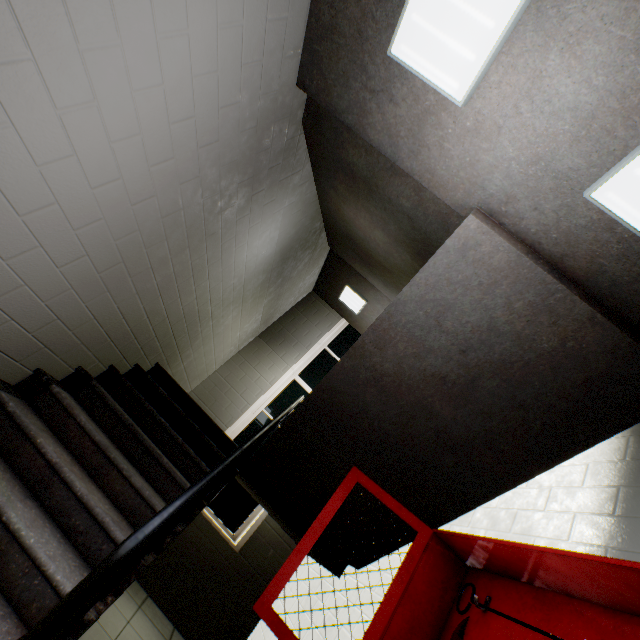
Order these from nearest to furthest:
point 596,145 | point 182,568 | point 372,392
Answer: point 596,145, point 372,392, point 182,568

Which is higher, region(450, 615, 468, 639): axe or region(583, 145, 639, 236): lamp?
region(583, 145, 639, 236): lamp

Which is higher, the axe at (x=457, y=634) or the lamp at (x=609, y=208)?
the lamp at (x=609, y=208)

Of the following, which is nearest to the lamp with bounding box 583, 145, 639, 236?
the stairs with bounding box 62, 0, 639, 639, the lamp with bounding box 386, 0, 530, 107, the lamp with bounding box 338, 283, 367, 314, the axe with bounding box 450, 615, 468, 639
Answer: the stairs with bounding box 62, 0, 639, 639

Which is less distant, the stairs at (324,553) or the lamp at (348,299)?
the stairs at (324,553)

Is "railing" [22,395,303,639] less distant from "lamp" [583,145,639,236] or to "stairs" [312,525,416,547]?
"stairs" [312,525,416,547]

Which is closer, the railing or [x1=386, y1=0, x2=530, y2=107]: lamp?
the railing

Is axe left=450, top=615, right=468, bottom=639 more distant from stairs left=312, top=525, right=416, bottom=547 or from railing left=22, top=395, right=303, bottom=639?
railing left=22, top=395, right=303, bottom=639
